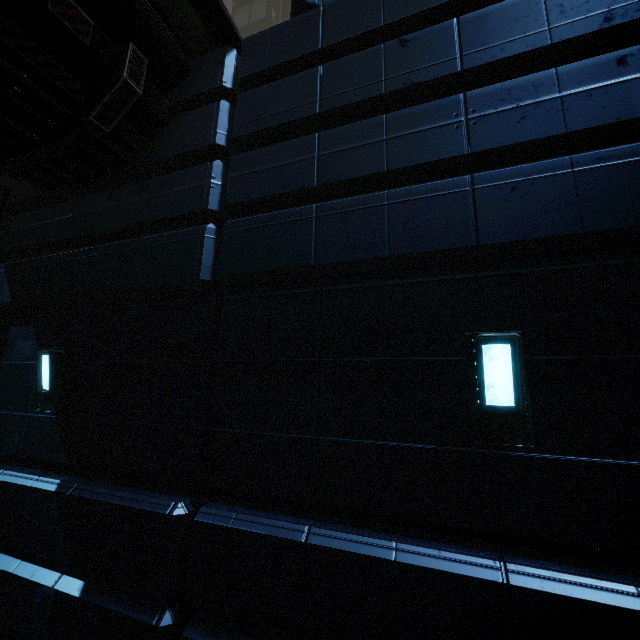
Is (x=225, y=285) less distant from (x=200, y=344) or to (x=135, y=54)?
(x=200, y=344)
